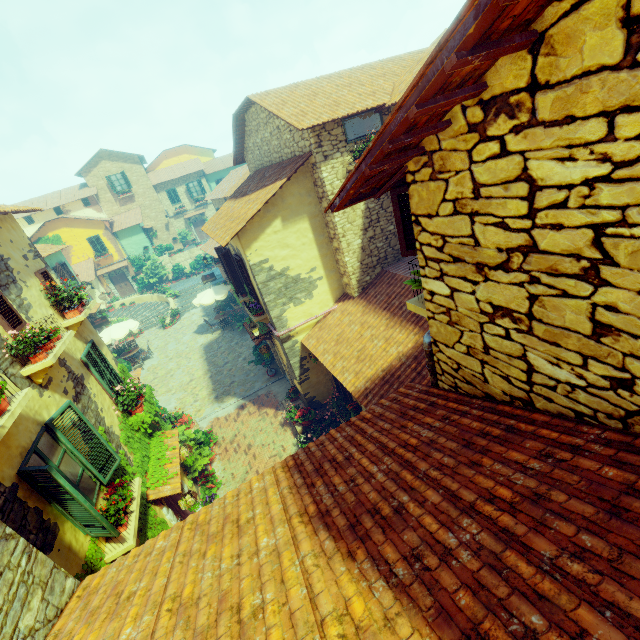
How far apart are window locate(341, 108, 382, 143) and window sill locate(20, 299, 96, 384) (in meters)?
8.14

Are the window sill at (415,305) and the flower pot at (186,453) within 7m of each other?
no

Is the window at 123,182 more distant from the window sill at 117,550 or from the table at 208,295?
the window sill at 117,550

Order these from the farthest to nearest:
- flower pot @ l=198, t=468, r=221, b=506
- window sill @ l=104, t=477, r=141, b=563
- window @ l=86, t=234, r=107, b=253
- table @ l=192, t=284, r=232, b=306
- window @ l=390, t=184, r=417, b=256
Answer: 1. window @ l=86, t=234, r=107, b=253
2. table @ l=192, t=284, r=232, b=306
3. flower pot @ l=198, t=468, r=221, b=506
4. window sill @ l=104, t=477, r=141, b=563
5. window @ l=390, t=184, r=417, b=256

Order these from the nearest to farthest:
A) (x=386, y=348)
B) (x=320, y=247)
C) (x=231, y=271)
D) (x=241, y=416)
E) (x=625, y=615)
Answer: (x=625, y=615), (x=386, y=348), (x=320, y=247), (x=231, y=271), (x=241, y=416)

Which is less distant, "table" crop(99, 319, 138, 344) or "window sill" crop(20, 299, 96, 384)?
"window sill" crop(20, 299, 96, 384)

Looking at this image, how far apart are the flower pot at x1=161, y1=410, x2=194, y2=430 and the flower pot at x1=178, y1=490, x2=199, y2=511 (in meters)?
5.35

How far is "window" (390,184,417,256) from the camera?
3.1m
